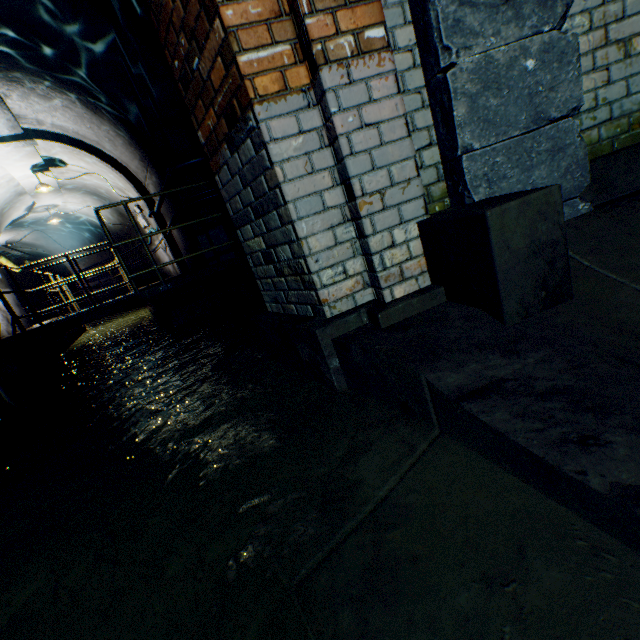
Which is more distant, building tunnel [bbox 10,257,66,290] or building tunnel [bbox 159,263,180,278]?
building tunnel [bbox 10,257,66,290]

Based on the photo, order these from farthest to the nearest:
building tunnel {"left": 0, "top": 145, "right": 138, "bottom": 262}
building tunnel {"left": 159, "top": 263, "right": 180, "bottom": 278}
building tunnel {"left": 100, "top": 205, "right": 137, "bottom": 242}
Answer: building tunnel {"left": 100, "top": 205, "right": 137, "bottom": 242}
building tunnel {"left": 159, "top": 263, "right": 180, "bottom": 278}
building tunnel {"left": 0, "top": 145, "right": 138, "bottom": 262}

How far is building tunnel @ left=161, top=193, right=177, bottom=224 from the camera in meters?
6.5

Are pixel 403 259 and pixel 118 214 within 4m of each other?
no

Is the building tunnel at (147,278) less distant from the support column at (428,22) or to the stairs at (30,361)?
the stairs at (30,361)

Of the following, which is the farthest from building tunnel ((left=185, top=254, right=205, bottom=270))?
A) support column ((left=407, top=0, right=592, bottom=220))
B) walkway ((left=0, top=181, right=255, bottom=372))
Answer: support column ((left=407, top=0, right=592, bottom=220))

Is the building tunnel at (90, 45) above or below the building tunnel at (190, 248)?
above
